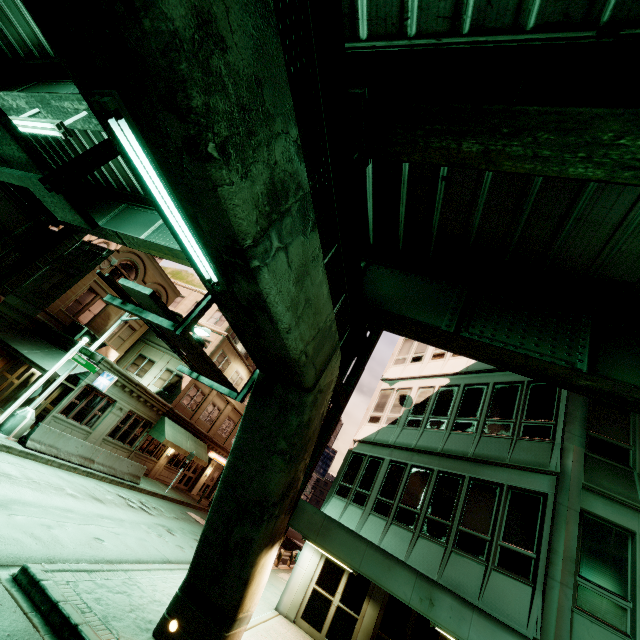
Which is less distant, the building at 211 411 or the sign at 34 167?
the sign at 34 167

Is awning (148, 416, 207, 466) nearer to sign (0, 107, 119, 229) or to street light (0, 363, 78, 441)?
street light (0, 363, 78, 441)

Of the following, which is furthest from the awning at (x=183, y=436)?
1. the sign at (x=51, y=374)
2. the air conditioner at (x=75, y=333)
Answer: the sign at (x=51, y=374)

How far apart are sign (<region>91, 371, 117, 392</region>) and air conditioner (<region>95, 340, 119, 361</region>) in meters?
4.5 m

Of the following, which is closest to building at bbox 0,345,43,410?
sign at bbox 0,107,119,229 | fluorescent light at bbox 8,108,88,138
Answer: fluorescent light at bbox 8,108,88,138

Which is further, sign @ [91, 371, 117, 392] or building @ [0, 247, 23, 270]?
building @ [0, 247, 23, 270]

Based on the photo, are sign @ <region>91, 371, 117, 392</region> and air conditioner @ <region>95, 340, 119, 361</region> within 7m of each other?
yes

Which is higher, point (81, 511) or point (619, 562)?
point (619, 562)
